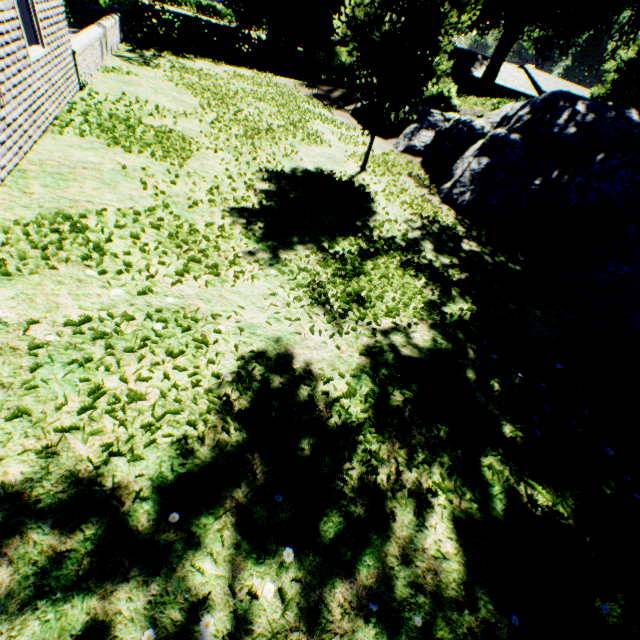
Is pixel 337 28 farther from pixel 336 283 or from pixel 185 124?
pixel 336 283

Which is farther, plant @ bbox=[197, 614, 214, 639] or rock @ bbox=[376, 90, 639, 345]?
rock @ bbox=[376, 90, 639, 345]

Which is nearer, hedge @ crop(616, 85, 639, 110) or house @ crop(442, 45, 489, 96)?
hedge @ crop(616, 85, 639, 110)

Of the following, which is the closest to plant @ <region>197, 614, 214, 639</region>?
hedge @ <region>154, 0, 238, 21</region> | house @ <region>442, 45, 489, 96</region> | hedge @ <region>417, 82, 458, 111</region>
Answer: hedge @ <region>154, 0, 238, 21</region>

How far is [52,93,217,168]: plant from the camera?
6.06m

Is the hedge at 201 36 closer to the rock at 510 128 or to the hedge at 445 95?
the rock at 510 128

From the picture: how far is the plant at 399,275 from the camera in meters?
4.3 m

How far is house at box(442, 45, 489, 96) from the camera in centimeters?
4103cm
